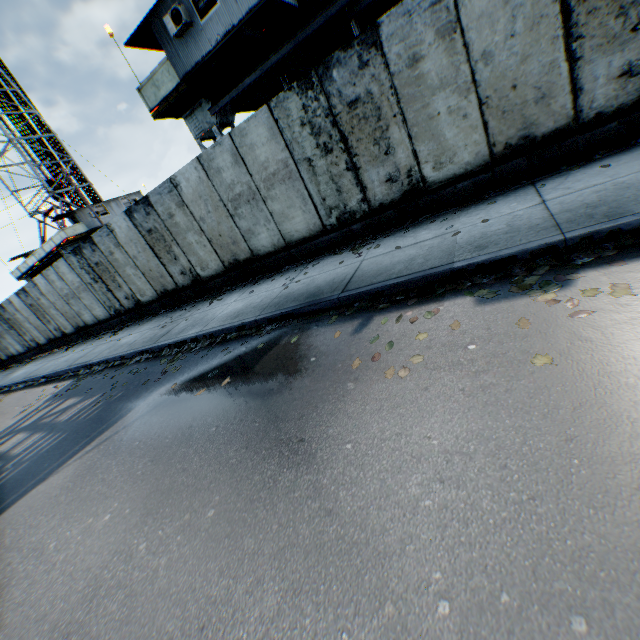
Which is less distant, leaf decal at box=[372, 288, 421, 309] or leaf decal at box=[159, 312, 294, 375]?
leaf decal at box=[372, 288, 421, 309]

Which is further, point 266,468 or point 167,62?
point 167,62

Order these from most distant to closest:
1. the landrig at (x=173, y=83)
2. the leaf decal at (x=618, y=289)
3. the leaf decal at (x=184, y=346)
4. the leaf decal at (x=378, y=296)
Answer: the landrig at (x=173, y=83), the leaf decal at (x=184, y=346), the leaf decal at (x=378, y=296), the leaf decal at (x=618, y=289)

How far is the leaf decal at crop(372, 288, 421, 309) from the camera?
4.50m

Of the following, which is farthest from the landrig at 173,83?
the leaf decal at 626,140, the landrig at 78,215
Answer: the landrig at 78,215

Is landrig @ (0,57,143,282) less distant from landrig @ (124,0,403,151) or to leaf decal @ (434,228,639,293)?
landrig @ (124,0,403,151)

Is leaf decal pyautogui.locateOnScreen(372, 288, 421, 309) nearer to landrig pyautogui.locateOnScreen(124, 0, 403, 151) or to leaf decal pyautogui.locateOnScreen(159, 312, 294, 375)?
leaf decal pyautogui.locateOnScreen(159, 312, 294, 375)

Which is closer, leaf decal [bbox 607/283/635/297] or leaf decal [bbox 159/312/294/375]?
leaf decal [bbox 607/283/635/297]
